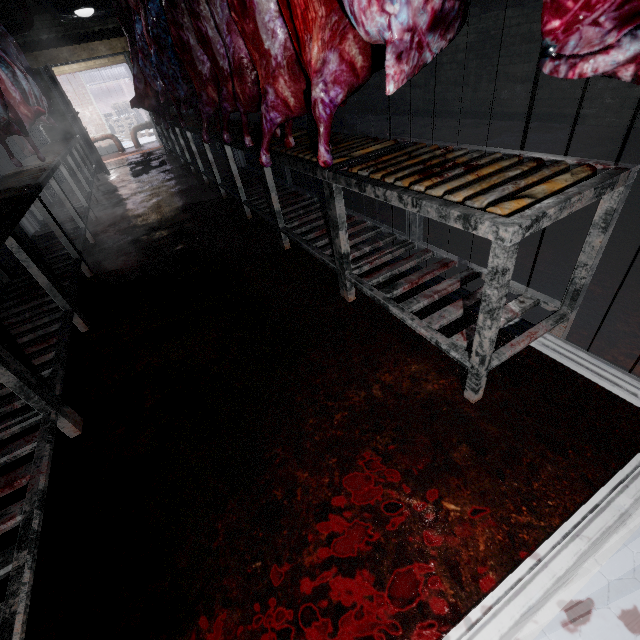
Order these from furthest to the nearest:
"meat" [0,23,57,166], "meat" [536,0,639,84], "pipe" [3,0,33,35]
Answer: "pipe" [3,0,33,35], "meat" [0,23,57,166], "meat" [536,0,639,84]

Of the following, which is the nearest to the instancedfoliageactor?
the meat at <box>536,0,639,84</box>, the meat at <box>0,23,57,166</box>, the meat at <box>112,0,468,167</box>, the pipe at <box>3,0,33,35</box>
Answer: the pipe at <box>3,0,33,35</box>

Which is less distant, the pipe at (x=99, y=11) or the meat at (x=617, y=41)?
the meat at (x=617, y=41)

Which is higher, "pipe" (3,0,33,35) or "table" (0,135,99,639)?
"pipe" (3,0,33,35)

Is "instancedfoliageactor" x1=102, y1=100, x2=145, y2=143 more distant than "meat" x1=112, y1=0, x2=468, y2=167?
Yes

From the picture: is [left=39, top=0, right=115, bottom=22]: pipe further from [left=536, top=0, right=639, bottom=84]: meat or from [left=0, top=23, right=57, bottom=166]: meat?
[left=0, top=23, right=57, bottom=166]: meat

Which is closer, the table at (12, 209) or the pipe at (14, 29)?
the table at (12, 209)

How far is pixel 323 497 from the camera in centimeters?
117cm
